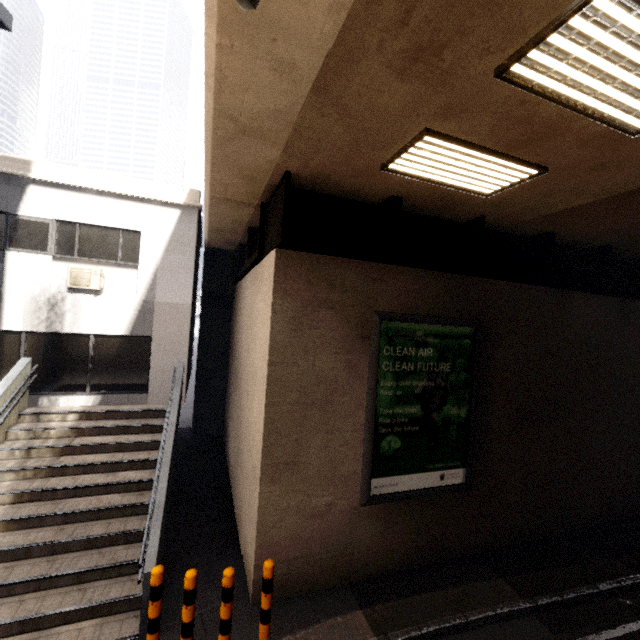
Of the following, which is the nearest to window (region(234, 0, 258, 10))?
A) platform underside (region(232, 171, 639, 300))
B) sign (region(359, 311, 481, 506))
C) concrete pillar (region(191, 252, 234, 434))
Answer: platform underside (region(232, 171, 639, 300))

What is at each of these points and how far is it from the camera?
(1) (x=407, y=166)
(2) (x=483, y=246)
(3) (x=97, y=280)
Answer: (1) fluorescent light, 4.4m
(2) platform underside, 6.9m
(3) air conditioner, 8.7m

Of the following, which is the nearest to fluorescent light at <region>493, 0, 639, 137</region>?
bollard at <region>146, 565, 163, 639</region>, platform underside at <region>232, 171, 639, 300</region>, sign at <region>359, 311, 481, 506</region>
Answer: platform underside at <region>232, 171, 639, 300</region>

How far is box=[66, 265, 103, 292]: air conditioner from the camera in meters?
8.5 m

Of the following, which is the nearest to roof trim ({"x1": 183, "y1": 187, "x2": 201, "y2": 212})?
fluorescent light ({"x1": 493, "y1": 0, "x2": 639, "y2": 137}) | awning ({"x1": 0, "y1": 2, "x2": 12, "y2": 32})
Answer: awning ({"x1": 0, "y1": 2, "x2": 12, "y2": 32})

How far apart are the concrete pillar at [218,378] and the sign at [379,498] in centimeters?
745cm

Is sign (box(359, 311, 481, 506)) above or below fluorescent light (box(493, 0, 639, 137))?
below

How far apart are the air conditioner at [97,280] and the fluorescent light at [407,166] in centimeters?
807cm
